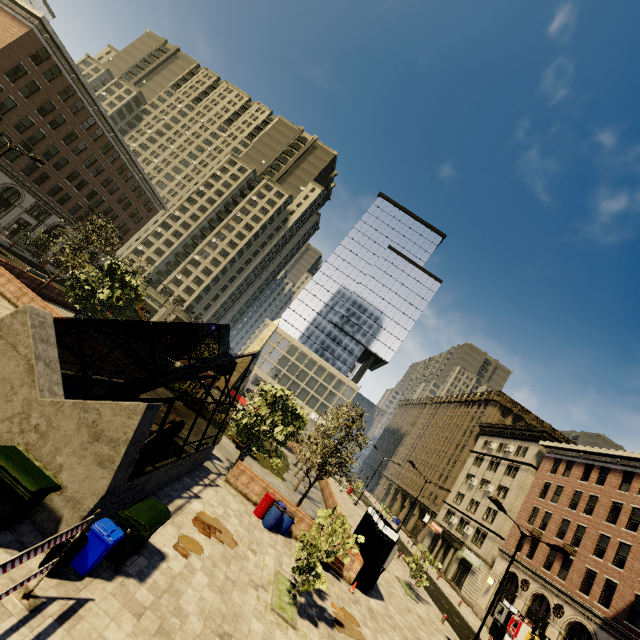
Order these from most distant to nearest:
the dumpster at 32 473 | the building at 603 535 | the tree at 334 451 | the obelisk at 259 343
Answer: the obelisk at 259 343, the building at 603 535, the tree at 334 451, the dumpster at 32 473

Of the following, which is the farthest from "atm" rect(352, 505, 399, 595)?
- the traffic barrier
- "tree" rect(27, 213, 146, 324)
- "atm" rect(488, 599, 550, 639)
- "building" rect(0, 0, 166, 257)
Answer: "building" rect(0, 0, 166, 257)

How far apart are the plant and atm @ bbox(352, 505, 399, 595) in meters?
13.1 m

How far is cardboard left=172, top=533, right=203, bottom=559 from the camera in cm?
948

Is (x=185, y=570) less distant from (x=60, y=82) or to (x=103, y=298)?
(x=103, y=298)

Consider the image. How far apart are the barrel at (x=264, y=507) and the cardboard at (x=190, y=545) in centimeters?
566cm

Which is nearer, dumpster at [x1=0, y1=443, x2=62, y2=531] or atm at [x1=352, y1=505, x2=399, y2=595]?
dumpster at [x1=0, y1=443, x2=62, y2=531]

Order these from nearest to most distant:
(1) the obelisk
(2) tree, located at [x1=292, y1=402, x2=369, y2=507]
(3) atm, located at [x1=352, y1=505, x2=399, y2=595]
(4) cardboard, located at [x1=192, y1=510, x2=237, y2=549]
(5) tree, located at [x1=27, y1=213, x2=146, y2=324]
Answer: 1. (4) cardboard, located at [x1=192, y1=510, x2=237, y2=549]
2. (3) atm, located at [x1=352, y1=505, x2=399, y2=595]
3. (5) tree, located at [x1=27, y1=213, x2=146, y2=324]
4. (2) tree, located at [x1=292, y1=402, x2=369, y2=507]
5. (1) the obelisk
